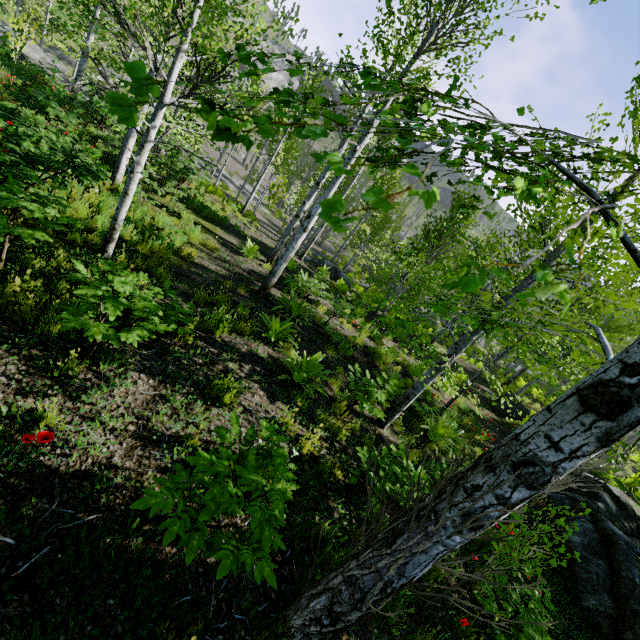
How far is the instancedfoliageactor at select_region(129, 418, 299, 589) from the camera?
1.9m

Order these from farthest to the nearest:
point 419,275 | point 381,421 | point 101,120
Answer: point 101,120, point 419,275, point 381,421

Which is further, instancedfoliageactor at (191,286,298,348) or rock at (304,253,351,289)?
rock at (304,253,351,289)

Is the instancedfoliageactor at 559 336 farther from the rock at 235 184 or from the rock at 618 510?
the rock at 235 184

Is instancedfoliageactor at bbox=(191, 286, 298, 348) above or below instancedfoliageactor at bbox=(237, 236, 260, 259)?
above

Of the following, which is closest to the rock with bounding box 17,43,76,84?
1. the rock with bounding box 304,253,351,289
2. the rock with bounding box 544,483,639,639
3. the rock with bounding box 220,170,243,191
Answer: the rock with bounding box 220,170,243,191

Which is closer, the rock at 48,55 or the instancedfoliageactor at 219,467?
the instancedfoliageactor at 219,467
